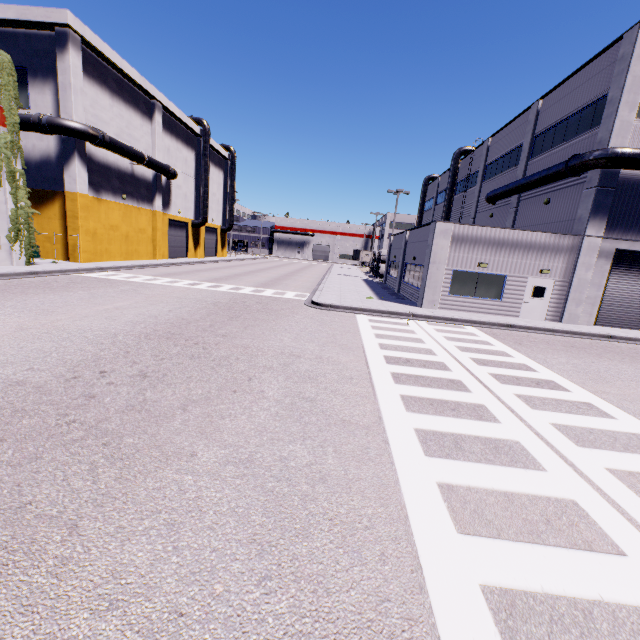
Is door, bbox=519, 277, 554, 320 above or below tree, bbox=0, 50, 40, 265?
below

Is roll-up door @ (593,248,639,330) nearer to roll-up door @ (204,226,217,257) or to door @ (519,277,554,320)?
door @ (519,277,554,320)

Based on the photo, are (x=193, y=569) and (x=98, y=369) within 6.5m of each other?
yes

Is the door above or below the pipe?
below

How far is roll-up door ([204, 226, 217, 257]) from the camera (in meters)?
46.81

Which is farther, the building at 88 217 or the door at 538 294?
the building at 88 217

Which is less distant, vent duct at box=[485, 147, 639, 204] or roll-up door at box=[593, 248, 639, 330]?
vent duct at box=[485, 147, 639, 204]

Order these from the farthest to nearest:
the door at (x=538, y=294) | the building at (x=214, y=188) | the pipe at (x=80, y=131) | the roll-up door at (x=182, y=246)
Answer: the building at (x=214, y=188) < the roll-up door at (x=182, y=246) < the pipe at (x=80, y=131) < the door at (x=538, y=294)
